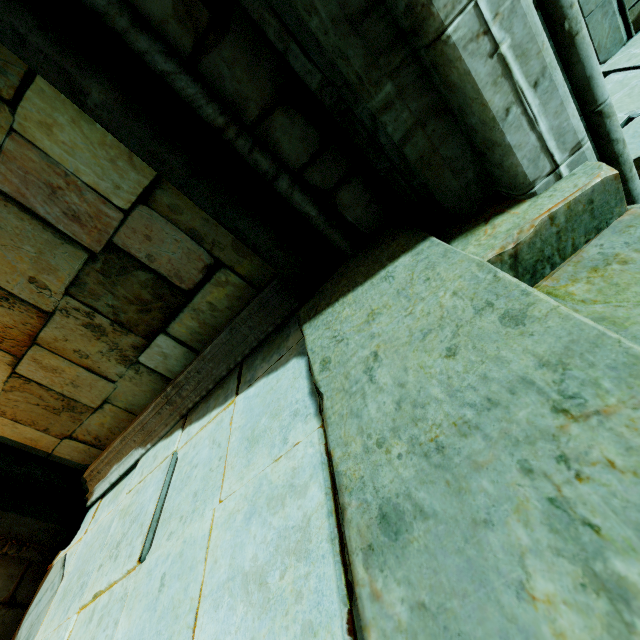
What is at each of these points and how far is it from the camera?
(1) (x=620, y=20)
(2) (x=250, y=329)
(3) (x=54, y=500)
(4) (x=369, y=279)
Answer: (1) buttress, 4.8 meters
(2) trim, 2.7 meters
(3) archway, 3.4 meters
(4) stone column, 1.6 meters

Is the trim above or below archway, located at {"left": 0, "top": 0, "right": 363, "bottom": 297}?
below

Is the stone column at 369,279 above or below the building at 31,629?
above

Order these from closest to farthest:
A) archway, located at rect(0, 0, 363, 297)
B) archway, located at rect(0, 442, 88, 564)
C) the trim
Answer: archway, located at rect(0, 0, 363, 297)
the trim
archway, located at rect(0, 442, 88, 564)

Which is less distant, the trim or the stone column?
the stone column

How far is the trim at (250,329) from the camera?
2.6m

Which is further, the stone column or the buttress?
the buttress

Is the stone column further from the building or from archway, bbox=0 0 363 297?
the building
